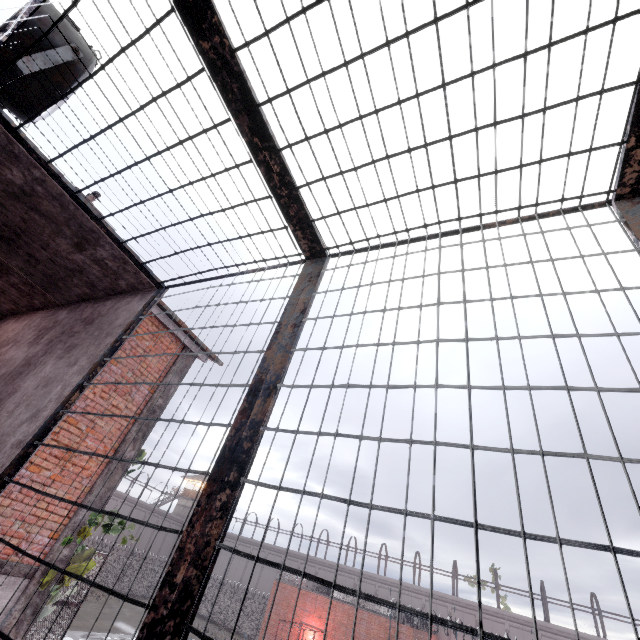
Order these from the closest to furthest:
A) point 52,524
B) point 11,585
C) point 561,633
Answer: point 11,585 < point 52,524 < point 561,633

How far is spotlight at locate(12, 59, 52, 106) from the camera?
2.5 meters

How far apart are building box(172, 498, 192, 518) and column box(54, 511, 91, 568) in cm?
5265

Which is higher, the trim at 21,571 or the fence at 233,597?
the trim at 21,571

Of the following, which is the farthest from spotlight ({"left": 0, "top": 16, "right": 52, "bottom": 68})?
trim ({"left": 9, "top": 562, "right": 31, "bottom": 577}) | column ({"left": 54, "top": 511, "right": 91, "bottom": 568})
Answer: column ({"left": 54, "top": 511, "right": 91, "bottom": 568})

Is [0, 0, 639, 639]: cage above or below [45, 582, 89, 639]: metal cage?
above

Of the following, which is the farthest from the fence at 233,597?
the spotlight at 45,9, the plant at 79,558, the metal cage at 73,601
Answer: the spotlight at 45,9

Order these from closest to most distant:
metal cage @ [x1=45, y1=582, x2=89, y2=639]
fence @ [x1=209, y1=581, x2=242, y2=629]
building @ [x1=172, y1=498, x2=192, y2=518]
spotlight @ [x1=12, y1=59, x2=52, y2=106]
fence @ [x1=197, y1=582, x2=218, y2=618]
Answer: spotlight @ [x1=12, y1=59, x2=52, y2=106]
metal cage @ [x1=45, y1=582, x2=89, y2=639]
fence @ [x1=209, y1=581, x2=242, y2=629]
fence @ [x1=197, y1=582, x2=218, y2=618]
building @ [x1=172, y1=498, x2=192, y2=518]
